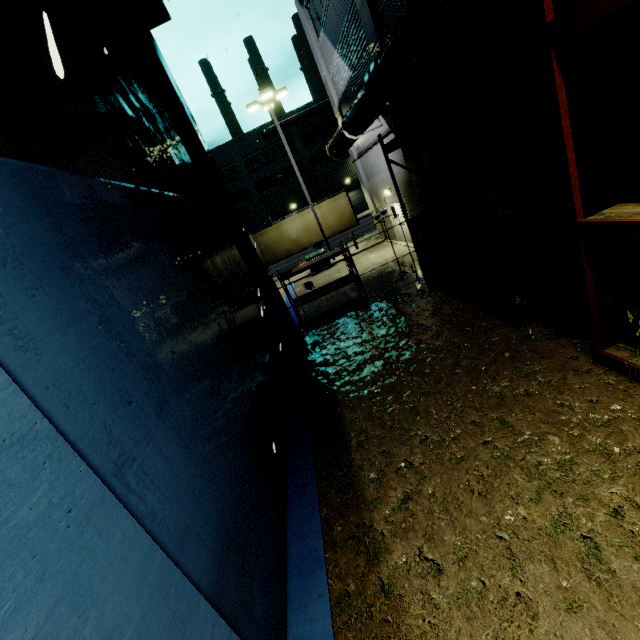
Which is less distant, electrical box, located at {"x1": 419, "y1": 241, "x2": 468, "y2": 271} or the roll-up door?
electrical box, located at {"x1": 419, "y1": 241, "x2": 468, "y2": 271}

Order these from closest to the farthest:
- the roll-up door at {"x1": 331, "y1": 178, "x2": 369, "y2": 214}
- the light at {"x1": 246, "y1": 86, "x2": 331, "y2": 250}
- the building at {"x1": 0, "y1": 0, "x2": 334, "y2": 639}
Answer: the building at {"x1": 0, "y1": 0, "x2": 334, "y2": 639}
the light at {"x1": 246, "y1": 86, "x2": 331, "y2": 250}
the roll-up door at {"x1": 331, "y1": 178, "x2": 369, "y2": 214}

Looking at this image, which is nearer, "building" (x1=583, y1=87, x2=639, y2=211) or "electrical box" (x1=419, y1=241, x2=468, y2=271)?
"building" (x1=583, y1=87, x2=639, y2=211)

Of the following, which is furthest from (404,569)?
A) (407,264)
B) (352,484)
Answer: (407,264)

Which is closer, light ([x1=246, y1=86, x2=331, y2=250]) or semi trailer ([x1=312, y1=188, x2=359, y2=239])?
light ([x1=246, y1=86, x2=331, y2=250])

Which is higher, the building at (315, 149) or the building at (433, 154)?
the building at (315, 149)

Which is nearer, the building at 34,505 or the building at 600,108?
the building at 34,505

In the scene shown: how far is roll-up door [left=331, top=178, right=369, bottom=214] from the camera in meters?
43.9 m
